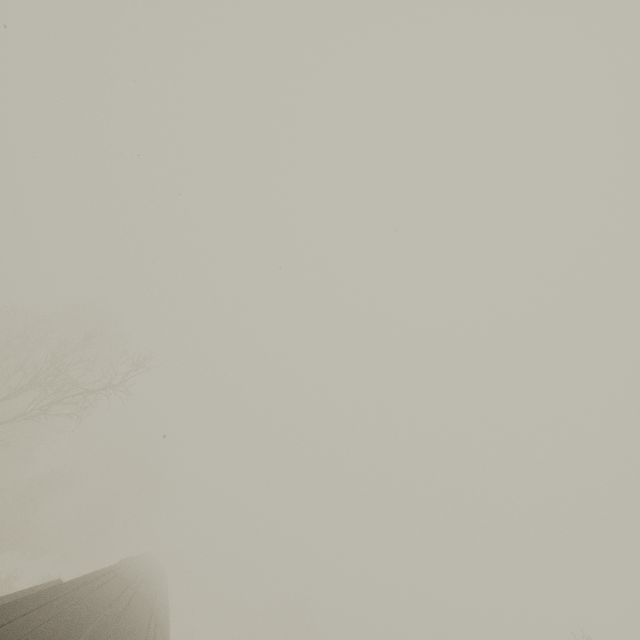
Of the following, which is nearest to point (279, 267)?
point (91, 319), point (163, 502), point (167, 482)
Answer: point (91, 319)
